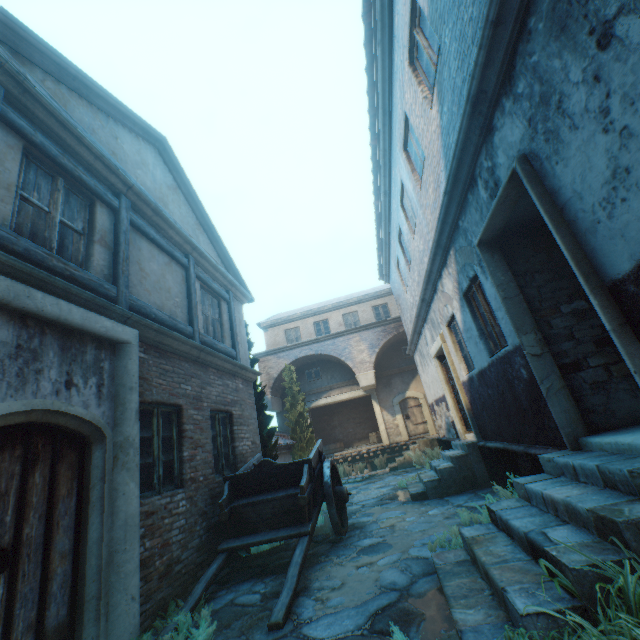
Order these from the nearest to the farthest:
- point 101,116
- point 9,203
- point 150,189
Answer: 1. point 9,203
2. point 101,116
3. point 150,189

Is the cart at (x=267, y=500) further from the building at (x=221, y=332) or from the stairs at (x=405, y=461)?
the stairs at (x=405, y=461)

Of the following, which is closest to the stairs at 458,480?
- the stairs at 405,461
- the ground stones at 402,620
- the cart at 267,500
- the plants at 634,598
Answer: the ground stones at 402,620

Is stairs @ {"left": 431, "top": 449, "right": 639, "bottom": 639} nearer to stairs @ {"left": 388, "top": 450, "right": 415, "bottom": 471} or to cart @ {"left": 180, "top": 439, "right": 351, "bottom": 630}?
cart @ {"left": 180, "top": 439, "right": 351, "bottom": 630}

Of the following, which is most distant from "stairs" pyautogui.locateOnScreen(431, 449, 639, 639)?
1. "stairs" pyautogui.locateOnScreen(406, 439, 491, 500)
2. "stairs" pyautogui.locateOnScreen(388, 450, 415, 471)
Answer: "stairs" pyautogui.locateOnScreen(388, 450, 415, 471)

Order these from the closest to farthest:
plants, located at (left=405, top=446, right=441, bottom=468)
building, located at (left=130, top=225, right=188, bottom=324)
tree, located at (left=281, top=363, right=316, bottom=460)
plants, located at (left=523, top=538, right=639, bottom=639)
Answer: plants, located at (left=523, top=538, right=639, bottom=639) < building, located at (left=130, top=225, right=188, bottom=324) < plants, located at (left=405, top=446, right=441, bottom=468) < tree, located at (left=281, top=363, right=316, bottom=460)

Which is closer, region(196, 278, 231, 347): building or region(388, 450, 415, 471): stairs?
region(196, 278, 231, 347): building

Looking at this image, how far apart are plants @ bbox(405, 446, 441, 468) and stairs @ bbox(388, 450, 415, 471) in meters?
0.0 m
